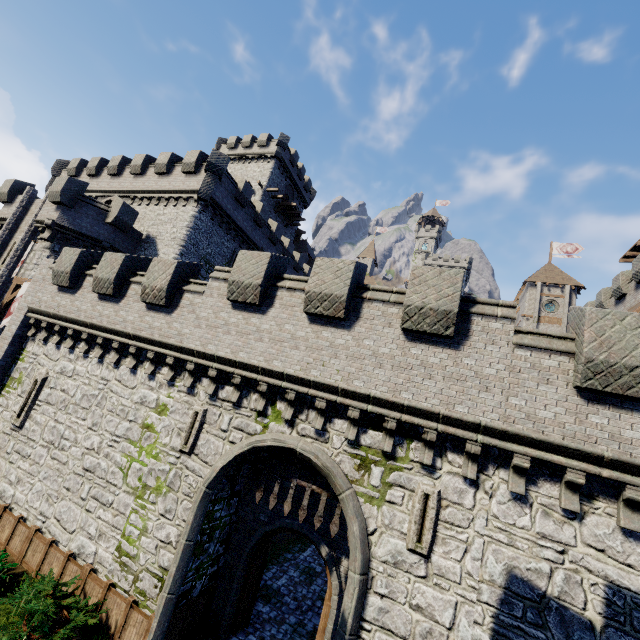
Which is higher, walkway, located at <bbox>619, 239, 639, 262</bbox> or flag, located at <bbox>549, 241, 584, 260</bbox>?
flag, located at <bbox>549, 241, 584, 260</bbox>

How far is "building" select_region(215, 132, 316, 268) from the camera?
40.8m

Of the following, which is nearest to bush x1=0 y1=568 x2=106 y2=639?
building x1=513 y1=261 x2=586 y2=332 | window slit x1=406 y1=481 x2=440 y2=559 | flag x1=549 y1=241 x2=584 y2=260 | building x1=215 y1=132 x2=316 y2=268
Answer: window slit x1=406 y1=481 x2=440 y2=559

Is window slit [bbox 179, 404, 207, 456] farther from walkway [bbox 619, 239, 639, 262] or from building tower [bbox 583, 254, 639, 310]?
walkway [bbox 619, 239, 639, 262]

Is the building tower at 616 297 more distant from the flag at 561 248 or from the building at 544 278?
the flag at 561 248

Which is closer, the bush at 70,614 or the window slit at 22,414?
the bush at 70,614

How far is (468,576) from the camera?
7.11m

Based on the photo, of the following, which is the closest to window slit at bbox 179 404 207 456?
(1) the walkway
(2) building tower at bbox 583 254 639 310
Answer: (2) building tower at bbox 583 254 639 310
